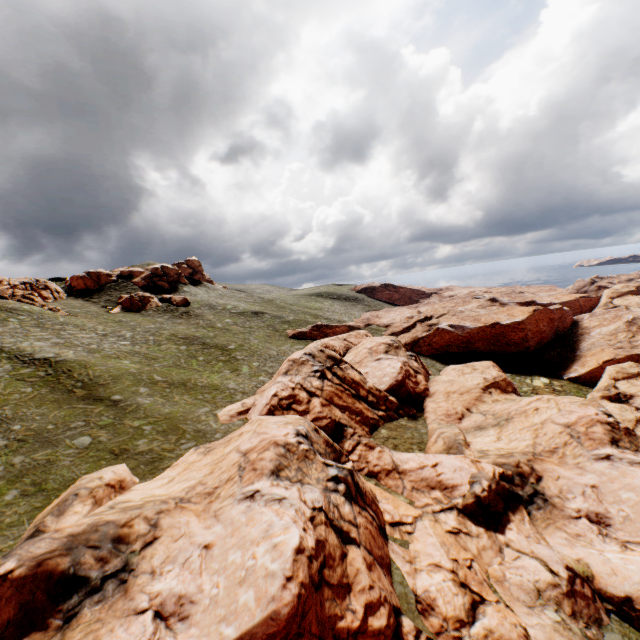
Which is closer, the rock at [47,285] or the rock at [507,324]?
the rock at [47,285]

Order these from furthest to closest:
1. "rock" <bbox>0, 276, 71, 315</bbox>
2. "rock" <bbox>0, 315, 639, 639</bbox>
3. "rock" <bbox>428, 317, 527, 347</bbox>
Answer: "rock" <bbox>428, 317, 527, 347</bbox>
"rock" <bbox>0, 276, 71, 315</bbox>
"rock" <bbox>0, 315, 639, 639</bbox>

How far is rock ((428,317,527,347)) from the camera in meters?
59.0 m

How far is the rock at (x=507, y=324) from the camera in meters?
59.0

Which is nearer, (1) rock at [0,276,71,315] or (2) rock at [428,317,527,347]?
(1) rock at [0,276,71,315]

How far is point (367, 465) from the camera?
27.7 meters

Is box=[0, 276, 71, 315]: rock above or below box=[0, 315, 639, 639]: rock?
Answer: above
